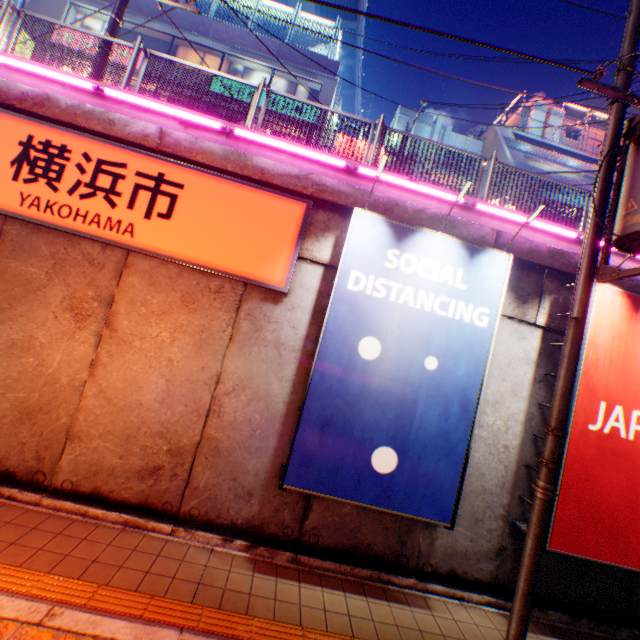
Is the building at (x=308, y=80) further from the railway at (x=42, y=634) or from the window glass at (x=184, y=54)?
the railway at (x=42, y=634)

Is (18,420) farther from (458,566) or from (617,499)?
(617,499)

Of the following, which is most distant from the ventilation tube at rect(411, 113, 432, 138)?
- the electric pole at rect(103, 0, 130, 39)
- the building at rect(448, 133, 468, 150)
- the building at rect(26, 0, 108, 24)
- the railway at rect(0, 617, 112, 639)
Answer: the railway at rect(0, 617, 112, 639)

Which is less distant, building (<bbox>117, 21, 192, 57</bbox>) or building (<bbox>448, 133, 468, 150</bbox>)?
building (<bbox>117, 21, 192, 57</bbox>)

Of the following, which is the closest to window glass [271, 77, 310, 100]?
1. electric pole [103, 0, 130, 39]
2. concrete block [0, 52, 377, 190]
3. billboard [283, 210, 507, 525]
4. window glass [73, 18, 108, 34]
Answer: window glass [73, 18, 108, 34]

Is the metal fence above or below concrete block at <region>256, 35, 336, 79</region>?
below

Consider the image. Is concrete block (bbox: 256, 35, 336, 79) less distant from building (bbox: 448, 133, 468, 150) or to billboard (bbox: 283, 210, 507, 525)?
building (bbox: 448, 133, 468, 150)

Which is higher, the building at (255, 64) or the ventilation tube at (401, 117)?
the ventilation tube at (401, 117)
